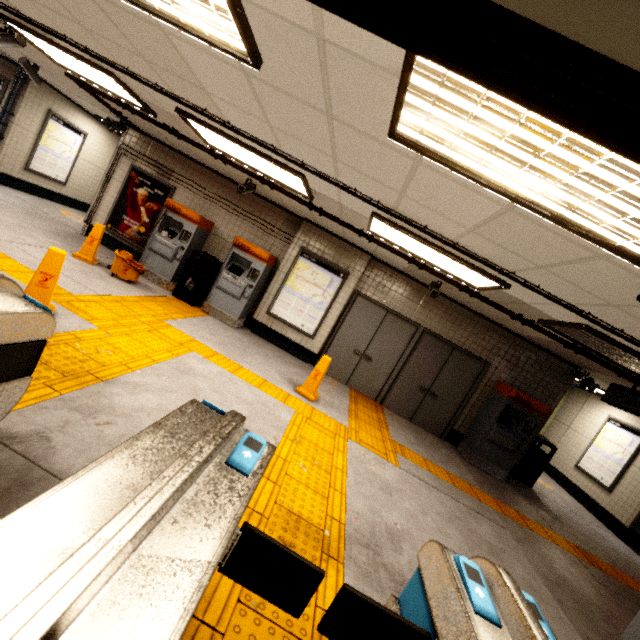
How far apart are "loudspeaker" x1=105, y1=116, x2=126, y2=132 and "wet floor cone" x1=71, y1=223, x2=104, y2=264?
2.9 meters

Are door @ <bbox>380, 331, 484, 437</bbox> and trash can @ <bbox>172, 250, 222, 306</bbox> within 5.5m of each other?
yes

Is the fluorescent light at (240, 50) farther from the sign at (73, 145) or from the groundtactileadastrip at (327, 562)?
the sign at (73, 145)

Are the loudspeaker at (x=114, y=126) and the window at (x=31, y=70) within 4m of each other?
yes

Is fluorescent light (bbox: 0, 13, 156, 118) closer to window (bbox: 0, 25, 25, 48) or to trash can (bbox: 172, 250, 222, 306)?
window (bbox: 0, 25, 25, 48)

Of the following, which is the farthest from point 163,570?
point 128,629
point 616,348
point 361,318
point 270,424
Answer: point 361,318

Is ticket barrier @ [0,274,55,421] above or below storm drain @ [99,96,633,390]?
below

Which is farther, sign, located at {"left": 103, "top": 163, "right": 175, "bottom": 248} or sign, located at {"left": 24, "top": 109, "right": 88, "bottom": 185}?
sign, located at {"left": 24, "top": 109, "right": 88, "bottom": 185}
